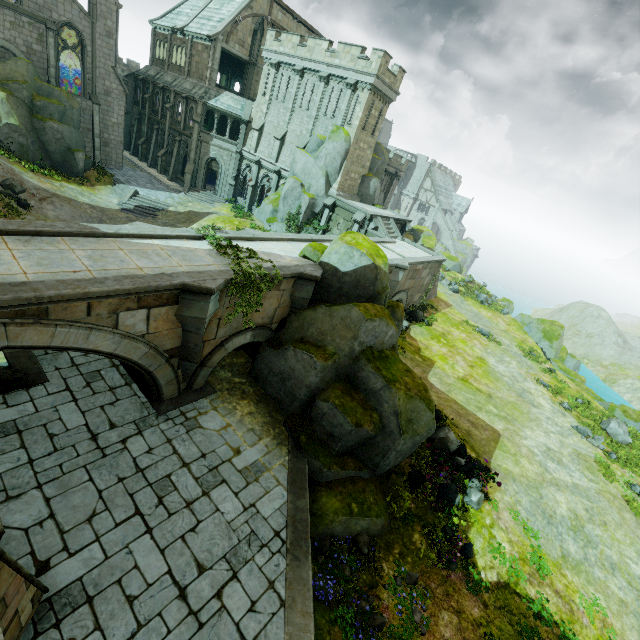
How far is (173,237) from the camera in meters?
12.1

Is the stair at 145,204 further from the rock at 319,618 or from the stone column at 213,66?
the rock at 319,618

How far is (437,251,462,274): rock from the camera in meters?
41.7 m

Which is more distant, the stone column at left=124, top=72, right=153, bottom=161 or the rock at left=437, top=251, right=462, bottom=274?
the rock at left=437, top=251, right=462, bottom=274

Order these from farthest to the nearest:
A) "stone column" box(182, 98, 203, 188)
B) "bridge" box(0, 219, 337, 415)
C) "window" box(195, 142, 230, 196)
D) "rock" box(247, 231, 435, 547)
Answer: "window" box(195, 142, 230, 196) < "stone column" box(182, 98, 203, 188) < "rock" box(247, 231, 435, 547) < "bridge" box(0, 219, 337, 415)

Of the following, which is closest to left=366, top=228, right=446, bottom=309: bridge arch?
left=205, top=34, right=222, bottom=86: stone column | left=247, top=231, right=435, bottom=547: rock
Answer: left=247, top=231, right=435, bottom=547: rock

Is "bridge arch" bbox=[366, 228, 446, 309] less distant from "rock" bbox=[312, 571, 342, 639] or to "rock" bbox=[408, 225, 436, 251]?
"rock" bbox=[312, 571, 342, 639]

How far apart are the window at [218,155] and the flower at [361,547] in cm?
3702
